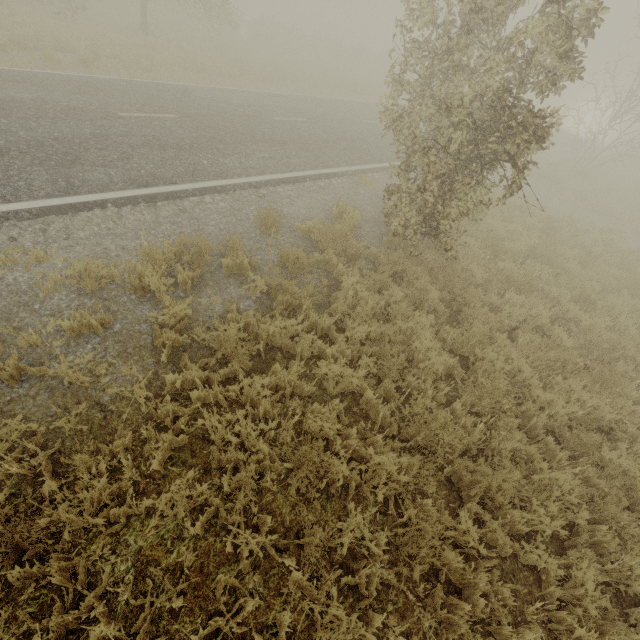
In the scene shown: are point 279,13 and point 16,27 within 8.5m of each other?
no
